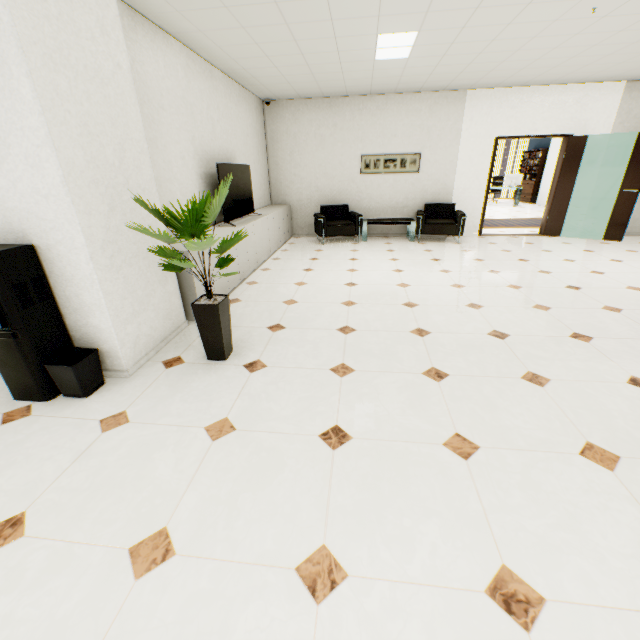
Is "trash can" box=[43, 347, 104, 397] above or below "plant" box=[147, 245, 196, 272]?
below

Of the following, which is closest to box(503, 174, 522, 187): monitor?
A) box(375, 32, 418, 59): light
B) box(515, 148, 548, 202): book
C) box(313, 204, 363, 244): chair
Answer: box(515, 148, 548, 202): book

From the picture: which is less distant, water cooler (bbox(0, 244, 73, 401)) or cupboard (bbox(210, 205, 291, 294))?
Answer: water cooler (bbox(0, 244, 73, 401))

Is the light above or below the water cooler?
above

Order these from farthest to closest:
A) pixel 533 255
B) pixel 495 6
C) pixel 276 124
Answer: pixel 276 124 → pixel 533 255 → pixel 495 6

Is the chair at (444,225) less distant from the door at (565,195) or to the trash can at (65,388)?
the door at (565,195)

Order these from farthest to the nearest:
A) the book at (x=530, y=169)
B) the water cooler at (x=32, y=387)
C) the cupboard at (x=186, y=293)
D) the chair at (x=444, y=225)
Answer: the book at (x=530, y=169)
the chair at (x=444, y=225)
the cupboard at (x=186, y=293)
the water cooler at (x=32, y=387)

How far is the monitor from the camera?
→ 13.3 meters
